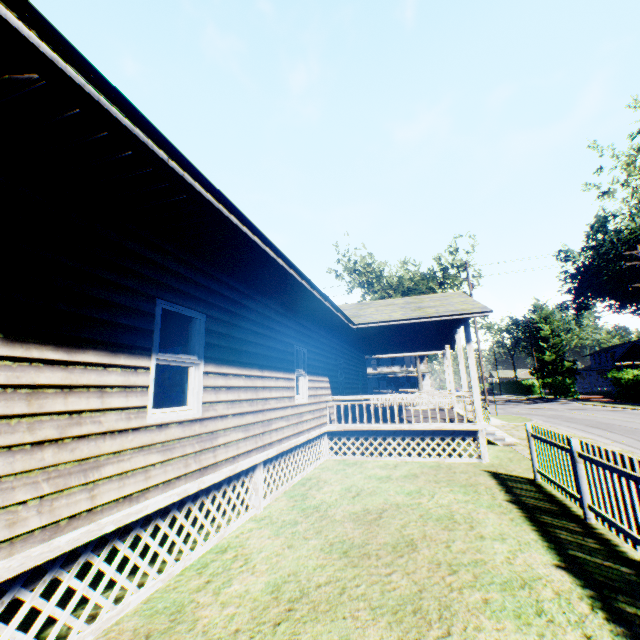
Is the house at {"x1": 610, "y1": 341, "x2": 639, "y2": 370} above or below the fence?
above

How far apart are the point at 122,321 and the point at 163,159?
1.9 meters

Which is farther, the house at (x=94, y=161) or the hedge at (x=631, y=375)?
the hedge at (x=631, y=375)

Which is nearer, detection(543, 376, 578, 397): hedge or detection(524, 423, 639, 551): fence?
detection(524, 423, 639, 551): fence

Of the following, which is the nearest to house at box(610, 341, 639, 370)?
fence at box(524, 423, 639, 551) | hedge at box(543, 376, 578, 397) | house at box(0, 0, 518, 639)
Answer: hedge at box(543, 376, 578, 397)

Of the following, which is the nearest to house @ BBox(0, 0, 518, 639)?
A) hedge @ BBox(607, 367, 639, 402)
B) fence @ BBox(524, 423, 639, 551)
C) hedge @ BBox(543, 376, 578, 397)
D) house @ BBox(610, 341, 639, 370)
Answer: fence @ BBox(524, 423, 639, 551)

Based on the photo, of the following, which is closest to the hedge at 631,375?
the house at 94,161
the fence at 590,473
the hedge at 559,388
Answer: the hedge at 559,388

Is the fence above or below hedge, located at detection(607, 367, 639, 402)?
below
